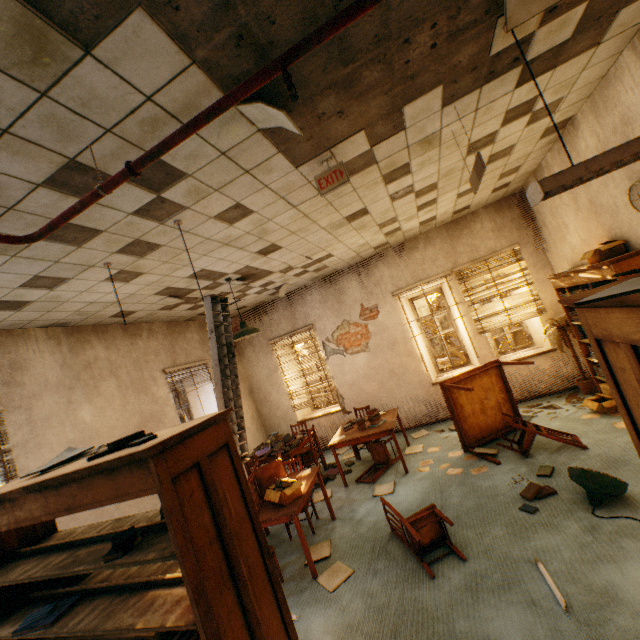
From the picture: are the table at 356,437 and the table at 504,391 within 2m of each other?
yes

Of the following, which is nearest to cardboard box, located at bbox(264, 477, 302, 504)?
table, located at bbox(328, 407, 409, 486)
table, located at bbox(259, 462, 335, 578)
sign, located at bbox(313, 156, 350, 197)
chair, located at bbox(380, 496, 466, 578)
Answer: table, located at bbox(259, 462, 335, 578)

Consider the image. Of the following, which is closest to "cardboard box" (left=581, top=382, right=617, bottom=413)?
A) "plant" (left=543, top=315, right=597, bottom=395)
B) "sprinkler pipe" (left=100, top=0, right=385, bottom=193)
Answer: "plant" (left=543, top=315, right=597, bottom=395)

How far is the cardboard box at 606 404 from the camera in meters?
4.8 m

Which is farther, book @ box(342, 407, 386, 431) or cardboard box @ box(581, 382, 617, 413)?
book @ box(342, 407, 386, 431)

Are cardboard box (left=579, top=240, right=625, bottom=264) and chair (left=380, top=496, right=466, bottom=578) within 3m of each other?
no

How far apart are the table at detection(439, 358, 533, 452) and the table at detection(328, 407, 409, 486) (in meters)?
0.95

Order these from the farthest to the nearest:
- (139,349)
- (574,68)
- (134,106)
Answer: (139,349) → (574,68) → (134,106)
